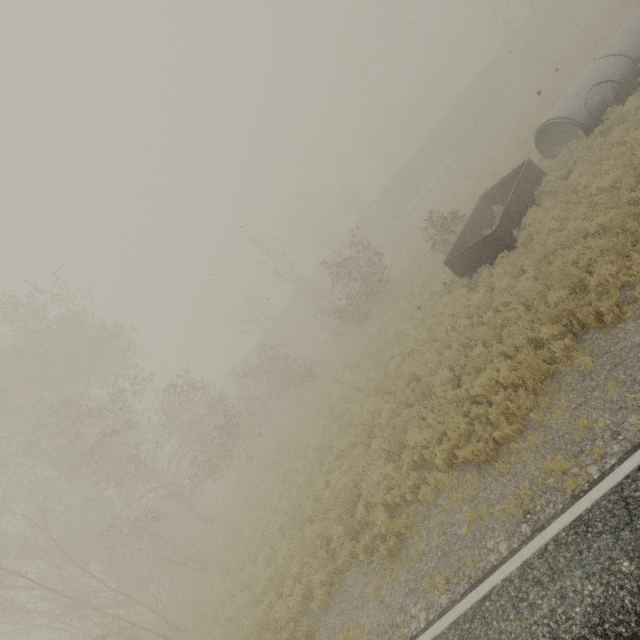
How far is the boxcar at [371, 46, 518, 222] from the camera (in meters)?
40.94

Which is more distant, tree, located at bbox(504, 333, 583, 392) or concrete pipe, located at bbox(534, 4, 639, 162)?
concrete pipe, located at bbox(534, 4, 639, 162)

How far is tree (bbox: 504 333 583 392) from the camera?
7.1 meters

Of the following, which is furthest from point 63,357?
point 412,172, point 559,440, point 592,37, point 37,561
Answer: point 592,37

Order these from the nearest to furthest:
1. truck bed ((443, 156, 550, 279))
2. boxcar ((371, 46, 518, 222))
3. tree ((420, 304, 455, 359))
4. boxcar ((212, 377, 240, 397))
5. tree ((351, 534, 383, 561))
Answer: tree ((351, 534, 383, 561)) → tree ((420, 304, 455, 359)) → truck bed ((443, 156, 550, 279)) → boxcar ((371, 46, 518, 222)) → boxcar ((212, 377, 240, 397))

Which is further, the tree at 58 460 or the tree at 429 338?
the tree at 429 338

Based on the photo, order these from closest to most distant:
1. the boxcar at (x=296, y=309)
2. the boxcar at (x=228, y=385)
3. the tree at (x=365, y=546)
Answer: the tree at (x=365, y=546), the boxcar at (x=296, y=309), the boxcar at (x=228, y=385)

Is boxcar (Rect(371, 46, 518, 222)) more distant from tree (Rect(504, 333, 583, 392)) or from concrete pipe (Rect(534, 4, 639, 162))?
concrete pipe (Rect(534, 4, 639, 162))
